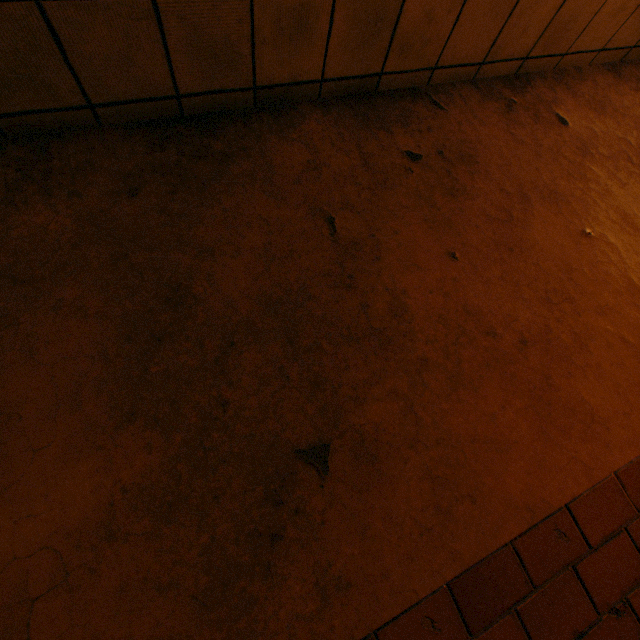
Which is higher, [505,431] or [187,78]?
[187,78]
